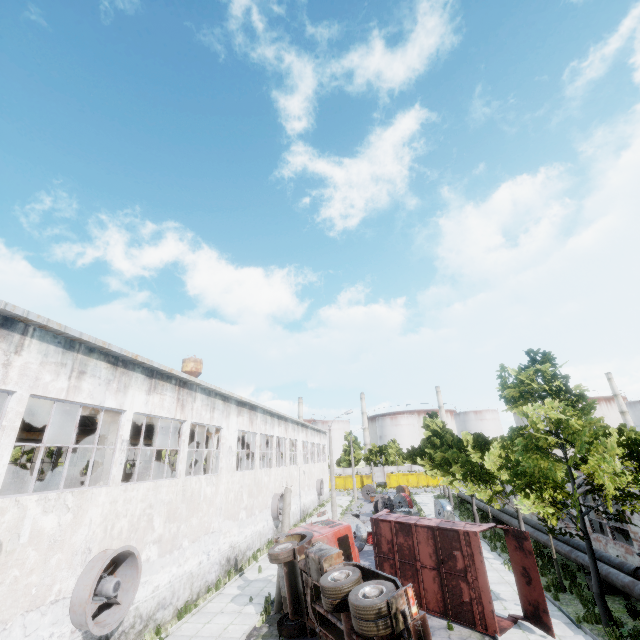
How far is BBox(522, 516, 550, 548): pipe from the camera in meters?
18.1 m

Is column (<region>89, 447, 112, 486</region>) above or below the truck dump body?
above

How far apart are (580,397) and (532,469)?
7.7m

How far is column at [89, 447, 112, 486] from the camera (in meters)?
14.21

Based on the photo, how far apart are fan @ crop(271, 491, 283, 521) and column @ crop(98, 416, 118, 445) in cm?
1432

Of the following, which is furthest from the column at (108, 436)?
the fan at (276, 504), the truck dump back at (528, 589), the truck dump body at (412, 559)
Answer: the truck dump back at (528, 589)

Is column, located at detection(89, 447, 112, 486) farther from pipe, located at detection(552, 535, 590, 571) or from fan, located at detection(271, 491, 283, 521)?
pipe, located at detection(552, 535, 590, 571)

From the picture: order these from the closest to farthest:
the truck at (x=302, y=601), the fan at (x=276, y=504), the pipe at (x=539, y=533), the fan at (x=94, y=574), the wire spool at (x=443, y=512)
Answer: the truck at (x=302, y=601), the fan at (x=94, y=574), the pipe at (x=539, y=533), the fan at (x=276, y=504), the wire spool at (x=443, y=512)
